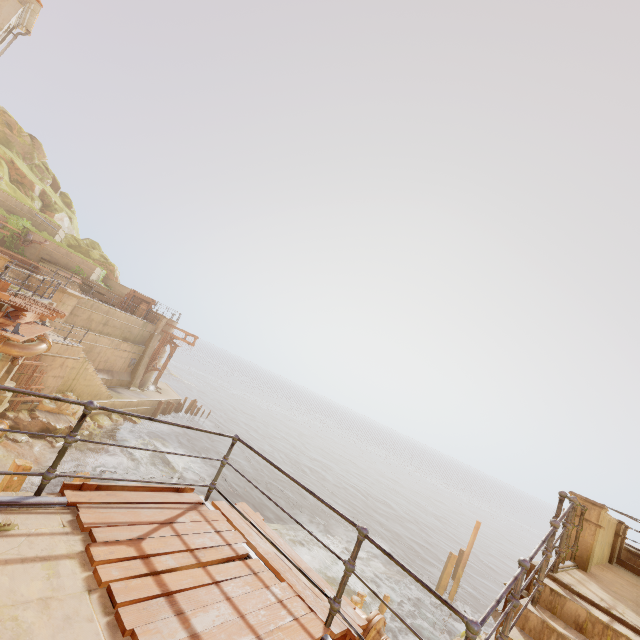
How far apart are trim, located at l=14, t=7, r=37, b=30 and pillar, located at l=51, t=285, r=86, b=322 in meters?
13.7

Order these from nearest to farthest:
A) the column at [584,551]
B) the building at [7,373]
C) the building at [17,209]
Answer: the column at [584,551] < the building at [7,373] < the building at [17,209]

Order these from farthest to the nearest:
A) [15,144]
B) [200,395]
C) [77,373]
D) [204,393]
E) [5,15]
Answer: [204,393], [200,395], [15,144], [77,373], [5,15]

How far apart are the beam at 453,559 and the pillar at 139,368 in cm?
2782

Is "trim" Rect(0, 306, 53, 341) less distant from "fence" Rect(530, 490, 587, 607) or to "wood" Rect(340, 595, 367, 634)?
"wood" Rect(340, 595, 367, 634)

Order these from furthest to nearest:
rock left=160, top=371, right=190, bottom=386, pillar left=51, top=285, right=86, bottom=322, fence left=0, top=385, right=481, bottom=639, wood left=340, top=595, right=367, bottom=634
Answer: rock left=160, top=371, right=190, bottom=386 < pillar left=51, top=285, right=86, bottom=322 < wood left=340, top=595, right=367, bottom=634 < fence left=0, top=385, right=481, bottom=639

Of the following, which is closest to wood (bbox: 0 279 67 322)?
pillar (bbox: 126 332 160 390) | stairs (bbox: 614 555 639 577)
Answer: pillar (bbox: 126 332 160 390)

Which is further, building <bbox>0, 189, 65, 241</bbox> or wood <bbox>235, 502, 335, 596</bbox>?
building <bbox>0, 189, 65, 241</bbox>
